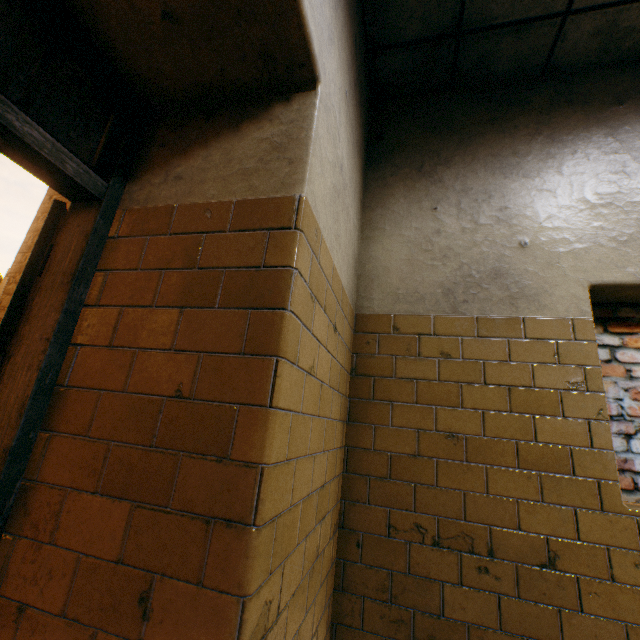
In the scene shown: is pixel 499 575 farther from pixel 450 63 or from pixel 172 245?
pixel 450 63

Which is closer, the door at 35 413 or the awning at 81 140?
the door at 35 413

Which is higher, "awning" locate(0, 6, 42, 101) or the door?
"awning" locate(0, 6, 42, 101)

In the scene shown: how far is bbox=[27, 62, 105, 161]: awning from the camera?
2.5m

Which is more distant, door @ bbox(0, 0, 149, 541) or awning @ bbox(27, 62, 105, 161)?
awning @ bbox(27, 62, 105, 161)
